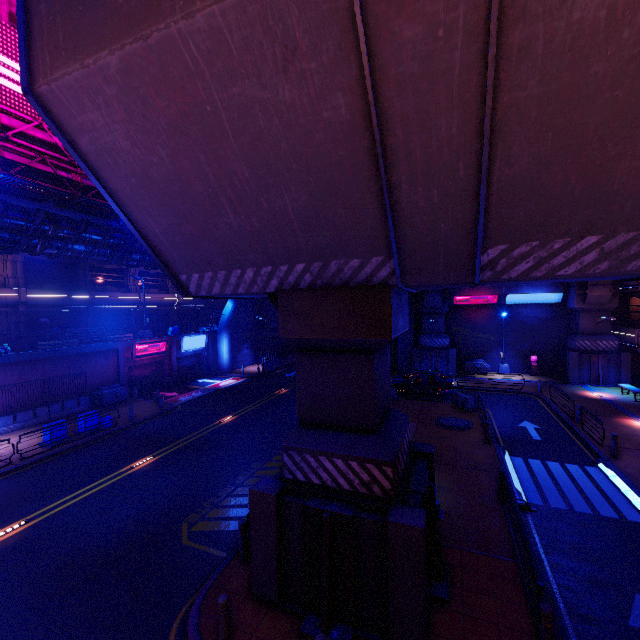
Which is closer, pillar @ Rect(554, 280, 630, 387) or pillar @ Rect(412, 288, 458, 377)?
pillar @ Rect(554, 280, 630, 387)

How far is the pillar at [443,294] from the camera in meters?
30.7 m

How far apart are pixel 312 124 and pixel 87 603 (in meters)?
11.87

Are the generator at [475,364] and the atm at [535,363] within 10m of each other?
yes

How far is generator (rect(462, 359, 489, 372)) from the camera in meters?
31.3 m

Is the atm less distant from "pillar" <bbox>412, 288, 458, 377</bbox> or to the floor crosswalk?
"pillar" <bbox>412, 288, 458, 377</bbox>

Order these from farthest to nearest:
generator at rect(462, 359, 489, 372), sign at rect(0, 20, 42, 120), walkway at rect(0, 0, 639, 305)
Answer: generator at rect(462, 359, 489, 372) → sign at rect(0, 20, 42, 120) → walkway at rect(0, 0, 639, 305)

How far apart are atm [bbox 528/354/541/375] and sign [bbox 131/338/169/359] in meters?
34.0 m
